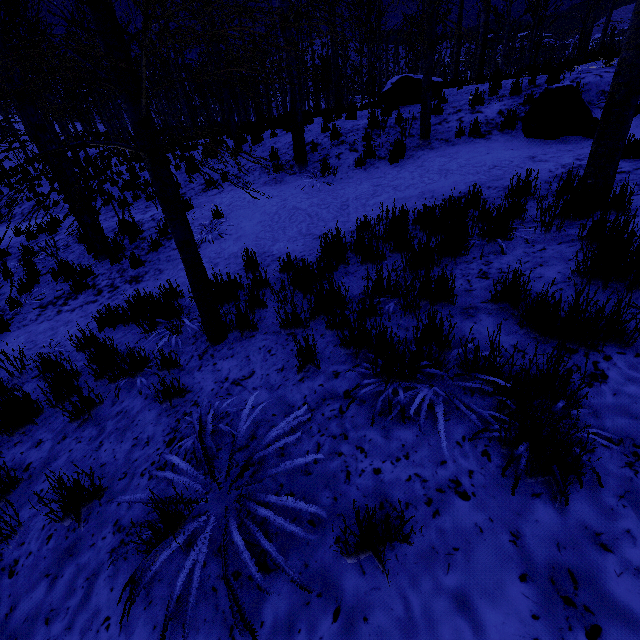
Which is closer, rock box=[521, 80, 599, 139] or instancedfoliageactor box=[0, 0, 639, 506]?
instancedfoliageactor box=[0, 0, 639, 506]

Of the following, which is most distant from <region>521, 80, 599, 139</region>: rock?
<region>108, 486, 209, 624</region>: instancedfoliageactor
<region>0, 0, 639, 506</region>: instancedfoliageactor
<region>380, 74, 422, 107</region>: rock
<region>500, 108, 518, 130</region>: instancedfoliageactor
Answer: <region>108, 486, 209, 624</region>: instancedfoliageactor

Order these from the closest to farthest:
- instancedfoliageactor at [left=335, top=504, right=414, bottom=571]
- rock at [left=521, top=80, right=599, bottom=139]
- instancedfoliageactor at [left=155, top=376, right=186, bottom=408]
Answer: instancedfoliageactor at [left=335, top=504, right=414, bottom=571]
instancedfoliageactor at [left=155, top=376, right=186, bottom=408]
rock at [left=521, top=80, right=599, bottom=139]

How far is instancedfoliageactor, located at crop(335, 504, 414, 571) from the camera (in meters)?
1.41

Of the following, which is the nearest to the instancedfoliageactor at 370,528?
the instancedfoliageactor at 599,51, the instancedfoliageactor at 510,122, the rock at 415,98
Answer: the instancedfoliageactor at 599,51

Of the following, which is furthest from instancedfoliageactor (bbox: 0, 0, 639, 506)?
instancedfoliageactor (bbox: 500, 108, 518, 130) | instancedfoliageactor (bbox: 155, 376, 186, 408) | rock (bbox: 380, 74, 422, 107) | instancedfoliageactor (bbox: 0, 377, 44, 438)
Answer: instancedfoliageactor (bbox: 0, 377, 44, 438)

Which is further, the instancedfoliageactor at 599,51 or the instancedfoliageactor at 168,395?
the instancedfoliageactor at 168,395

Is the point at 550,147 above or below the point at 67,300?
above
